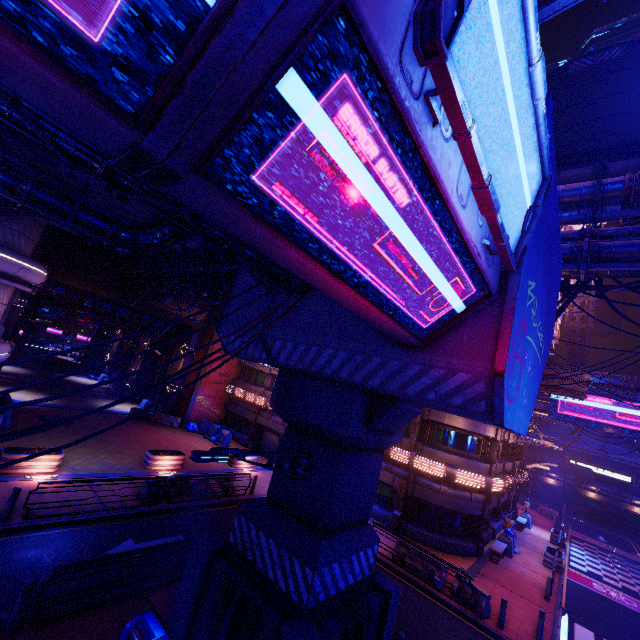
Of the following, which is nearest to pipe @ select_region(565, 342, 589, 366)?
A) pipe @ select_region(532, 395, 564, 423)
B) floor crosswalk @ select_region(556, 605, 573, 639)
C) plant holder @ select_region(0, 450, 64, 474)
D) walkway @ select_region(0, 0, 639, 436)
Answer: walkway @ select_region(0, 0, 639, 436)

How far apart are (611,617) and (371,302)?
25.05m

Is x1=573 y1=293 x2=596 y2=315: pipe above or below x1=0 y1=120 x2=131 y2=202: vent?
above

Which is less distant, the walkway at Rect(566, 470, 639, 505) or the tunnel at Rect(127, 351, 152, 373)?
the tunnel at Rect(127, 351, 152, 373)

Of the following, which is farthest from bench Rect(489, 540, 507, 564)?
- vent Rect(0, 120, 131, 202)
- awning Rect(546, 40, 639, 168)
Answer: vent Rect(0, 120, 131, 202)

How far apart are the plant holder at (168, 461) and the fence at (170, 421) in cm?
936

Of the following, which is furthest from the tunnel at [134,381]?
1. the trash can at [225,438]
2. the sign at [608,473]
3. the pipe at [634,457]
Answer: the pipe at [634,457]

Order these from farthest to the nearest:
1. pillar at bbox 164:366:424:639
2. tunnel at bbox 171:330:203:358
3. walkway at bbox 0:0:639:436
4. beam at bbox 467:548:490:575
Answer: tunnel at bbox 171:330:203:358
beam at bbox 467:548:490:575
pillar at bbox 164:366:424:639
walkway at bbox 0:0:639:436
